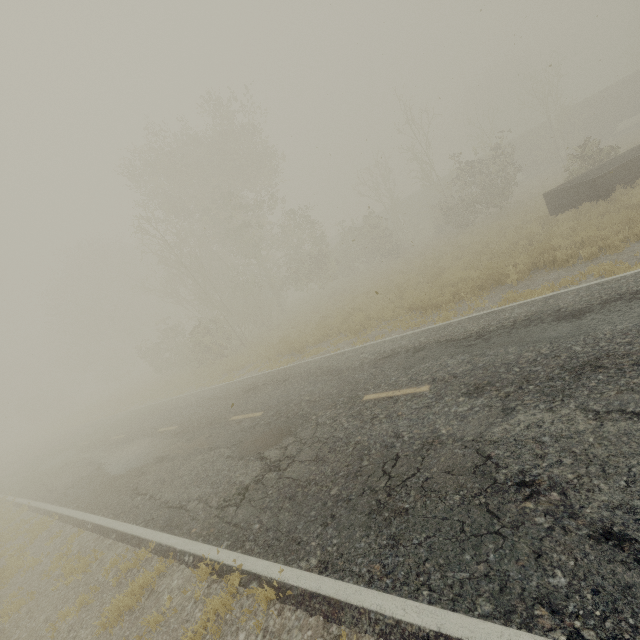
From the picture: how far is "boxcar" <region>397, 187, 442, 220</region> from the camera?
42.3m

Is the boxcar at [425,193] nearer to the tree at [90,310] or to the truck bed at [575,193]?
the tree at [90,310]

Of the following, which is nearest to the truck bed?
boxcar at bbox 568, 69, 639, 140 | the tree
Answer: the tree

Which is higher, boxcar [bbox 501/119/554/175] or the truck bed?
boxcar [bbox 501/119/554/175]

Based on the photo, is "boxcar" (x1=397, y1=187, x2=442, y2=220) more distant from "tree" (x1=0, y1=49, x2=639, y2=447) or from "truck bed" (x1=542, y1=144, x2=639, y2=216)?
"truck bed" (x1=542, y1=144, x2=639, y2=216)

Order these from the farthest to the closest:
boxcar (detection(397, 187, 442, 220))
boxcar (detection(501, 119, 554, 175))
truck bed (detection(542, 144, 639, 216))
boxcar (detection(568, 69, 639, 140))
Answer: boxcar (detection(397, 187, 442, 220)), boxcar (detection(501, 119, 554, 175)), boxcar (detection(568, 69, 639, 140)), truck bed (detection(542, 144, 639, 216))

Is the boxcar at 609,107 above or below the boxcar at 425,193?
below

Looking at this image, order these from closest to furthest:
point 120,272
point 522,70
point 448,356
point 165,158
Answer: point 448,356 < point 165,158 < point 120,272 < point 522,70
